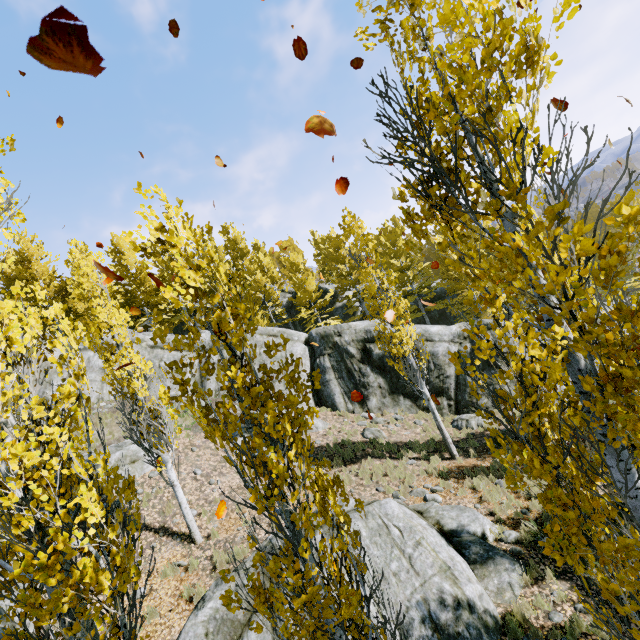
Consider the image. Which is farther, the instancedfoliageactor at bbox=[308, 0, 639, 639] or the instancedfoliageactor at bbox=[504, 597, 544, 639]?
the instancedfoliageactor at bbox=[504, 597, 544, 639]

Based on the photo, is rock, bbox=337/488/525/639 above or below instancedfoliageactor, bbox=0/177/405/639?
below

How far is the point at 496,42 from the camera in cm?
212

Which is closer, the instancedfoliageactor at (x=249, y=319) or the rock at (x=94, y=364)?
the instancedfoliageactor at (x=249, y=319)

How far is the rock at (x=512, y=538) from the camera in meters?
8.6

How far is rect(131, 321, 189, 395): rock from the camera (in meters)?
19.02

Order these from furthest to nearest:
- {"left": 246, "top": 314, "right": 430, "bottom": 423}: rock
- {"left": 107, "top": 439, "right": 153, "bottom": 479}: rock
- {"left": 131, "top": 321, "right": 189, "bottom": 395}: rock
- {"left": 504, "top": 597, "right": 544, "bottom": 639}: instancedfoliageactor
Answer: {"left": 131, "top": 321, "right": 189, "bottom": 395}: rock, {"left": 246, "top": 314, "right": 430, "bottom": 423}: rock, {"left": 107, "top": 439, "right": 153, "bottom": 479}: rock, {"left": 504, "top": 597, "right": 544, "bottom": 639}: instancedfoliageactor
